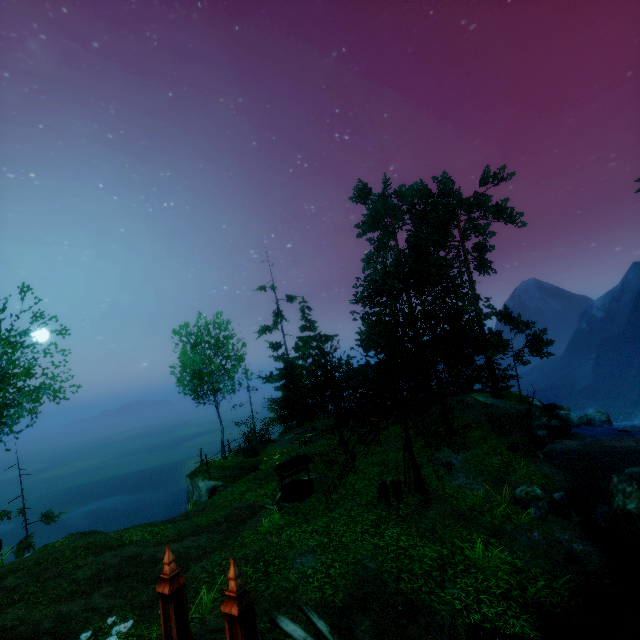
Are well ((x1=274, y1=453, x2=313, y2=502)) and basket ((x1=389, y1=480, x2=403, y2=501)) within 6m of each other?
yes

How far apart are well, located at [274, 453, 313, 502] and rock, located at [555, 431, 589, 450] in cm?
1527

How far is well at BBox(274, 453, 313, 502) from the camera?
14.7 meters

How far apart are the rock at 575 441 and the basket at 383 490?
13.6m

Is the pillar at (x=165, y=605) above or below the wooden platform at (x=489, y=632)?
above

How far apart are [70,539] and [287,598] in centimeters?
1281cm

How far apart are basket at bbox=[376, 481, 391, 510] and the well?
3.9 meters

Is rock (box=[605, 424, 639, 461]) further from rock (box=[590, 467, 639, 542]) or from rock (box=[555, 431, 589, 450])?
rock (box=[590, 467, 639, 542])
